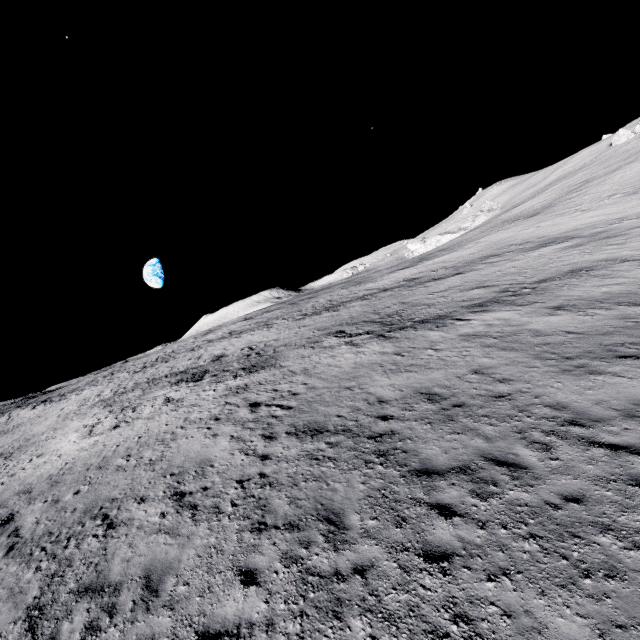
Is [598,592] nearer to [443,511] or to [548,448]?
[443,511]
